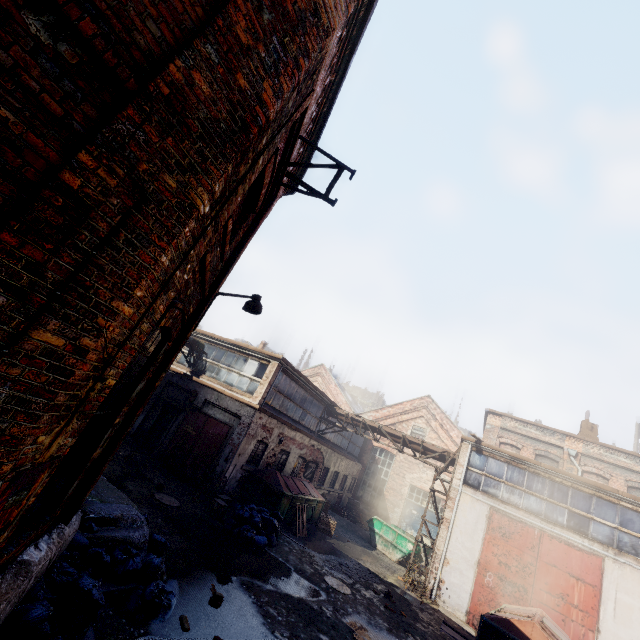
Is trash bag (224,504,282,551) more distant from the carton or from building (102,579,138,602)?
building (102,579,138,602)

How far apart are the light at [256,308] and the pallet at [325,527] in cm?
1347

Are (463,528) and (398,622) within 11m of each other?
yes

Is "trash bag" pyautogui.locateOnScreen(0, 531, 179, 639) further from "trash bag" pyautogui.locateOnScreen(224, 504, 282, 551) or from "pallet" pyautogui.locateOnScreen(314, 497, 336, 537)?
"pallet" pyautogui.locateOnScreen(314, 497, 336, 537)

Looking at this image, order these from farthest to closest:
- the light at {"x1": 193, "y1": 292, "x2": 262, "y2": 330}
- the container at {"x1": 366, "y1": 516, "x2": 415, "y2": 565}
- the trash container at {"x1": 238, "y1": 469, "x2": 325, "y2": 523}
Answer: the container at {"x1": 366, "y1": 516, "x2": 415, "y2": 565} < the trash container at {"x1": 238, "y1": 469, "x2": 325, "y2": 523} < the light at {"x1": 193, "y1": 292, "x2": 262, "y2": 330}

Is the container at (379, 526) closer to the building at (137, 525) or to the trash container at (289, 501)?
the trash container at (289, 501)

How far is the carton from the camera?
10.8 meters

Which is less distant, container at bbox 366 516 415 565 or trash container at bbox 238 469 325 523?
trash container at bbox 238 469 325 523
